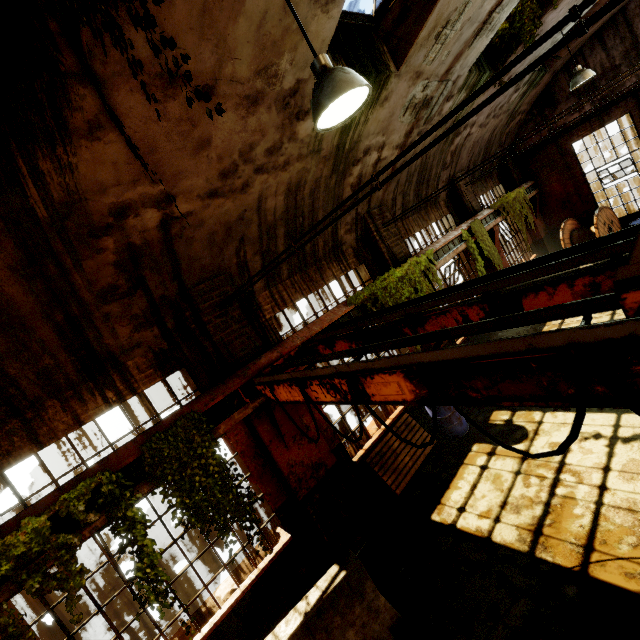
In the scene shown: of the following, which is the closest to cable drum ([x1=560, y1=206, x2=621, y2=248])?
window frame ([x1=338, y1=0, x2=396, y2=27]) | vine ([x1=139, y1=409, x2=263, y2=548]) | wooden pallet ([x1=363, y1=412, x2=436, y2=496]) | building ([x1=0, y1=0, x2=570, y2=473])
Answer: building ([x1=0, y1=0, x2=570, y2=473])

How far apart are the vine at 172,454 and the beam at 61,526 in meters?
0.4 m

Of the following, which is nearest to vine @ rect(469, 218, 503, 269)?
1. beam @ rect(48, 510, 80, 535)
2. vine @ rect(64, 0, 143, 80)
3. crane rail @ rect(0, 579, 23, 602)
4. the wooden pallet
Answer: vine @ rect(64, 0, 143, 80)

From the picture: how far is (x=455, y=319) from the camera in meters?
3.4

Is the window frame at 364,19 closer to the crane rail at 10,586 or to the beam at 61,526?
the beam at 61,526

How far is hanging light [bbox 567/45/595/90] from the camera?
8.29m

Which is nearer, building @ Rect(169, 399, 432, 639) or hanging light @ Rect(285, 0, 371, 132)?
hanging light @ Rect(285, 0, 371, 132)

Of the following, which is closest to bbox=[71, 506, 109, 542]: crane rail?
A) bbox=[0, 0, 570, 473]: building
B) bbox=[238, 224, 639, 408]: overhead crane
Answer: bbox=[0, 0, 570, 473]: building
